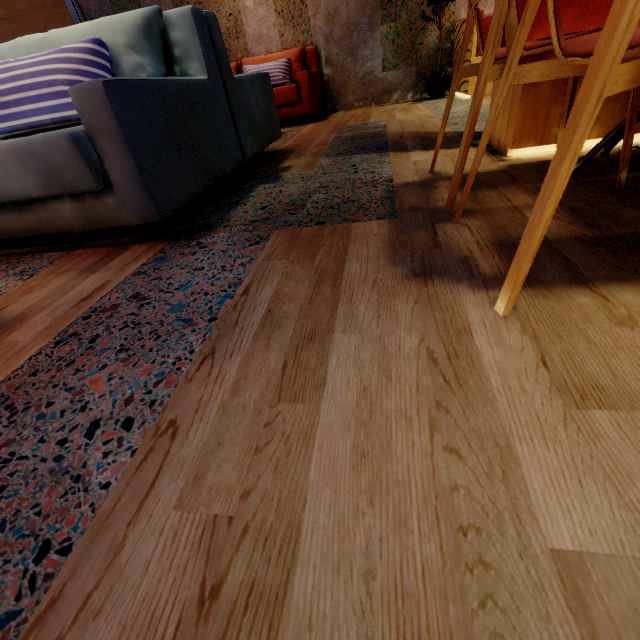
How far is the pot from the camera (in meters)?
4.50

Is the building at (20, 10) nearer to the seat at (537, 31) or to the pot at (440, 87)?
the pot at (440, 87)

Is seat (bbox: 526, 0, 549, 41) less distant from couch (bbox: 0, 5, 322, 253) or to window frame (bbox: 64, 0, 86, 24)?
couch (bbox: 0, 5, 322, 253)

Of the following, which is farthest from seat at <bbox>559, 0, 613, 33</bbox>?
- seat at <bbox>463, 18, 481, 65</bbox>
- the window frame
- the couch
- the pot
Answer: the window frame

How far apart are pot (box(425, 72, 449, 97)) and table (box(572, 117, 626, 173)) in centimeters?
397cm

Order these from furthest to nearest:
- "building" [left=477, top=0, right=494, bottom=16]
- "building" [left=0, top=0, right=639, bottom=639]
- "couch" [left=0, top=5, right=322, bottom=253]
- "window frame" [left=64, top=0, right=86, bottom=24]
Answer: "window frame" [left=64, top=0, right=86, bottom=24] < "building" [left=477, top=0, right=494, bottom=16] < "couch" [left=0, top=5, right=322, bottom=253] < "building" [left=0, top=0, right=639, bottom=639]

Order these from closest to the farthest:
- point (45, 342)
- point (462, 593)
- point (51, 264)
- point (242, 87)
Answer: point (462, 593), point (45, 342), point (51, 264), point (242, 87)

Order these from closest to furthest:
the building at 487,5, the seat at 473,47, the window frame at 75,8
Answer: the seat at 473,47
the building at 487,5
the window frame at 75,8
